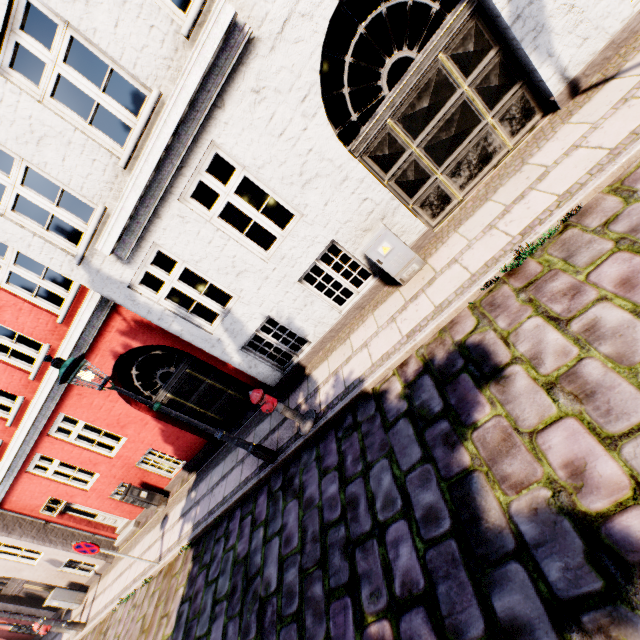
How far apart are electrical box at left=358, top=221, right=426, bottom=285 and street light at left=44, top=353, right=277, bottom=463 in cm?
391

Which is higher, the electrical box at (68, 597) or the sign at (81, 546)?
the sign at (81, 546)

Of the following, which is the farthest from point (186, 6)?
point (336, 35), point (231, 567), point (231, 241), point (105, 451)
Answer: point (231, 567)

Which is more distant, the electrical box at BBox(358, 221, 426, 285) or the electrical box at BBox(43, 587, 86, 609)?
the electrical box at BBox(43, 587, 86, 609)

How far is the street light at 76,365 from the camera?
4.6m

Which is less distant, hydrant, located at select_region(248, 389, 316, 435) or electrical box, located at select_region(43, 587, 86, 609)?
hydrant, located at select_region(248, 389, 316, 435)

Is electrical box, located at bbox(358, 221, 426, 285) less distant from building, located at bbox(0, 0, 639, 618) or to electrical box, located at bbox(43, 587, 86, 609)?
building, located at bbox(0, 0, 639, 618)

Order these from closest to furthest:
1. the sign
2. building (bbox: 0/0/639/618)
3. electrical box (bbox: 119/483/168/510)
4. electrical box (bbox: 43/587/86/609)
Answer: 1. building (bbox: 0/0/639/618)
2. the sign
3. electrical box (bbox: 119/483/168/510)
4. electrical box (bbox: 43/587/86/609)
